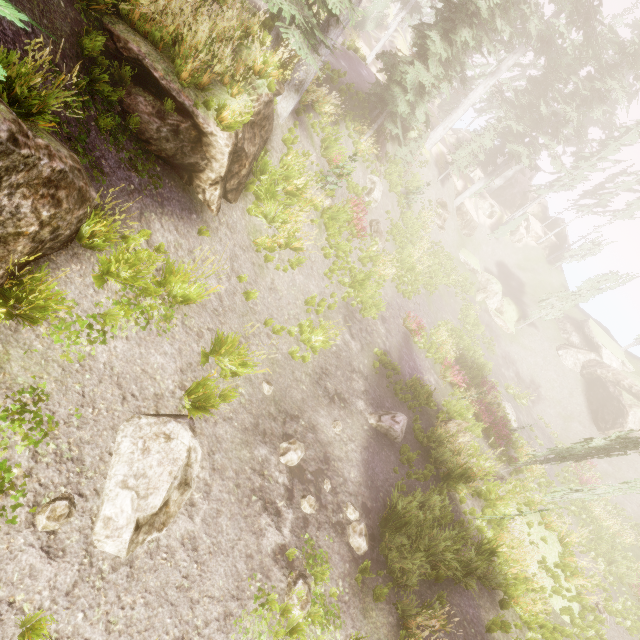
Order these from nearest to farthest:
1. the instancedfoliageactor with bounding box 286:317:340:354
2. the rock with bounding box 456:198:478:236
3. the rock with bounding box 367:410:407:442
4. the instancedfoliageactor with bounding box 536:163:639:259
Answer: the instancedfoliageactor with bounding box 286:317:340:354, the rock with bounding box 367:410:407:442, the rock with bounding box 456:198:478:236, the instancedfoliageactor with bounding box 536:163:639:259

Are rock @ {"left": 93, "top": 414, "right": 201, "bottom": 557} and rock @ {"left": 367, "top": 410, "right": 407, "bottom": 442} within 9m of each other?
yes

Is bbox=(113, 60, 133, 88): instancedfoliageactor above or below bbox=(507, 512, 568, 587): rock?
above

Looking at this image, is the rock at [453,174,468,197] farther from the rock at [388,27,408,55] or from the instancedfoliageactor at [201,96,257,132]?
the rock at [388,27,408,55]

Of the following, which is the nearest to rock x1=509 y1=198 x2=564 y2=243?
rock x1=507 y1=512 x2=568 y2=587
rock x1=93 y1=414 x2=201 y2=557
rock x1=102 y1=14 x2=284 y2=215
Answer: rock x1=507 y1=512 x2=568 y2=587

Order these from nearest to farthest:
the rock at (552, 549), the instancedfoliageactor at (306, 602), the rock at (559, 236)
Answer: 1. the instancedfoliageactor at (306, 602)
2. the rock at (552, 549)
3. the rock at (559, 236)

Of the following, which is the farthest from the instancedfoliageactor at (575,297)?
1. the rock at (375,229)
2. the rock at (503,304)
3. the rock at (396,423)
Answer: → the rock at (375,229)

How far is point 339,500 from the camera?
8.0m
